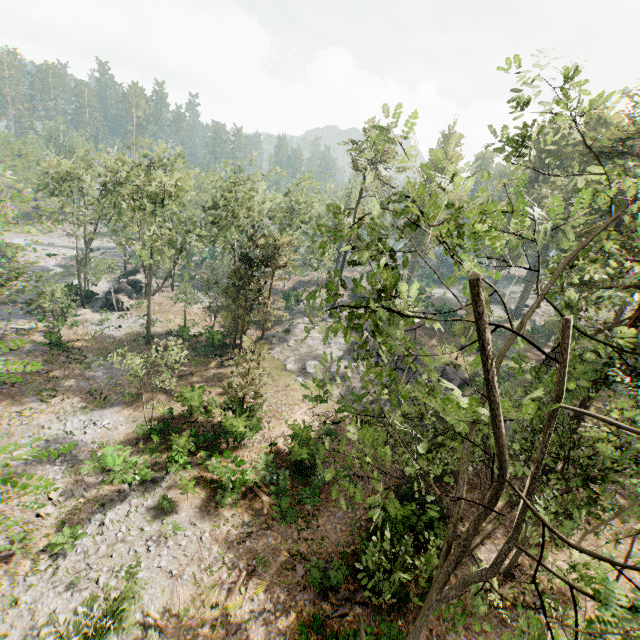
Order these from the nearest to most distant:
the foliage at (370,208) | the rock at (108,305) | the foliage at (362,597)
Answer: the foliage at (370,208), the foliage at (362,597), the rock at (108,305)

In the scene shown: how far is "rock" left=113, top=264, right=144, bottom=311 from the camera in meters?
41.5 m

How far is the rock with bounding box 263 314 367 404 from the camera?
32.6 meters

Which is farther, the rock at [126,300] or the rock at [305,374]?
the rock at [126,300]

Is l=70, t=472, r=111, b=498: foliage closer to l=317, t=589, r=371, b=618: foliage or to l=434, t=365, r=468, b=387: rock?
l=317, t=589, r=371, b=618: foliage

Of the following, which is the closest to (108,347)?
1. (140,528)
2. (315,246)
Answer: (140,528)

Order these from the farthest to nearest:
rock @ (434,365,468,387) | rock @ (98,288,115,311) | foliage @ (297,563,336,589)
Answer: rock @ (98,288,115,311)
rock @ (434,365,468,387)
foliage @ (297,563,336,589)

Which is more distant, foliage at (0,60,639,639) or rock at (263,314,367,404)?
rock at (263,314,367,404)
